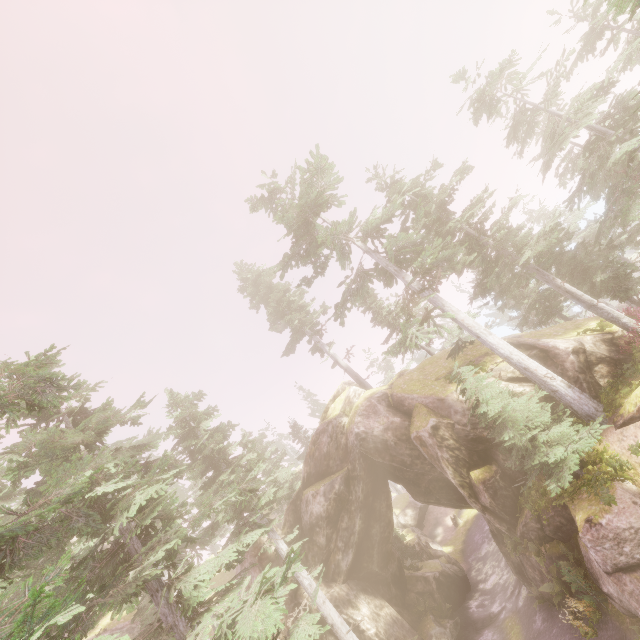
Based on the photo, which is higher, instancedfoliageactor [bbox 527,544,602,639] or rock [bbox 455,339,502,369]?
rock [bbox 455,339,502,369]

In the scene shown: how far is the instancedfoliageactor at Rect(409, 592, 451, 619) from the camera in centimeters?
2152cm

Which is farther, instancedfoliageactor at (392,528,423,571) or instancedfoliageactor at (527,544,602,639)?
instancedfoliageactor at (392,528,423,571)

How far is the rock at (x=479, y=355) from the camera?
19.5 meters

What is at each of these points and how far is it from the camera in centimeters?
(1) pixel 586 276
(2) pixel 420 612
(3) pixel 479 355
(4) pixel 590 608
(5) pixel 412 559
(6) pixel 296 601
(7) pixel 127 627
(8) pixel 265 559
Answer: (1) instancedfoliageactor, 2208cm
(2) instancedfoliageactor, 2167cm
(3) rock, 2052cm
(4) instancedfoliageactor, 1290cm
(5) instancedfoliageactor, 2781cm
(6) rock, 2008cm
(7) rock, 2788cm
(8) rock, 2228cm

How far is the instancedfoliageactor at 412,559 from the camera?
25.66m

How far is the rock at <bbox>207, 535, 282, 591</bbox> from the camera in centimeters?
2173cm

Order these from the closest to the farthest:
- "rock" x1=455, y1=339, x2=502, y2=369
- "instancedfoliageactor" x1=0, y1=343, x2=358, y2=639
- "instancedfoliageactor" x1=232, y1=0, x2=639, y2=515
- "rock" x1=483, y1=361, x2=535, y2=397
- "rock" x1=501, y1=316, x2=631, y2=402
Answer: "instancedfoliageactor" x1=0, y1=343, x2=358, y2=639 < "instancedfoliageactor" x1=232, y1=0, x2=639, y2=515 < "rock" x1=501, y1=316, x2=631, y2=402 < "rock" x1=483, y1=361, x2=535, y2=397 < "rock" x1=455, y1=339, x2=502, y2=369
